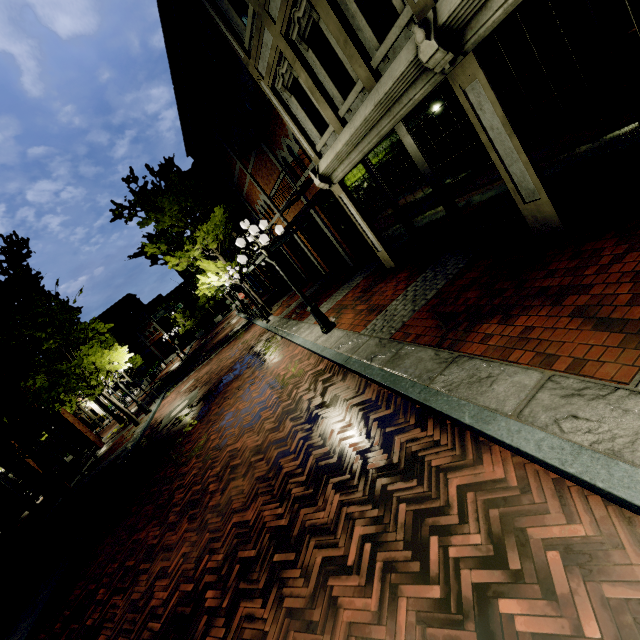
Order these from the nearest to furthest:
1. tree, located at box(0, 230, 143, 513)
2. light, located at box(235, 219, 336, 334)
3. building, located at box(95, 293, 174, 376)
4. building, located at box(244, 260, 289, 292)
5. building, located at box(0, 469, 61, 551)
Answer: light, located at box(235, 219, 336, 334)
tree, located at box(0, 230, 143, 513)
building, located at box(0, 469, 61, 551)
building, located at box(244, 260, 289, 292)
building, located at box(95, 293, 174, 376)

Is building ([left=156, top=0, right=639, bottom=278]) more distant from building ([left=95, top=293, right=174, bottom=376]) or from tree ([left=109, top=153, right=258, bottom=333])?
building ([left=95, top=293, right=174, bottom=376])

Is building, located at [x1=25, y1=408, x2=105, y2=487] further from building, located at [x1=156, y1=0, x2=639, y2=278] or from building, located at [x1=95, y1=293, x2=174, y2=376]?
building, located at [x1=95, y1=293, x2=174, y2=376]

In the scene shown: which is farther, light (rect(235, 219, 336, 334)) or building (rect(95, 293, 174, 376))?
building (rect(95, 293, 174, 376))

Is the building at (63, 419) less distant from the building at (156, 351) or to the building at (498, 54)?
the building at (498, 54)

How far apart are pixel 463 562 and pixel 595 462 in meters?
1.2 m

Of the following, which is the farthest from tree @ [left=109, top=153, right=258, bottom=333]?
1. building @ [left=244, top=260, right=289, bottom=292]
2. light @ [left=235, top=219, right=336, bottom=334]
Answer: light @ [left=235, top=219, right=336, bottom=334]

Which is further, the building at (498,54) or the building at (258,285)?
the building at (258,285)
